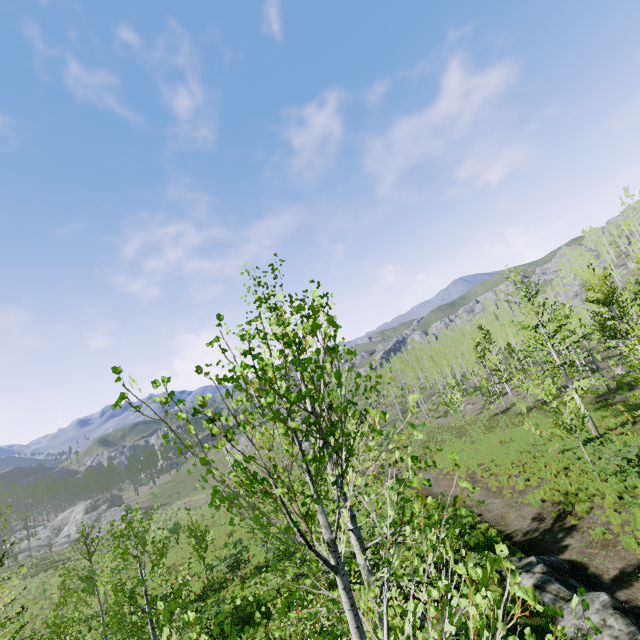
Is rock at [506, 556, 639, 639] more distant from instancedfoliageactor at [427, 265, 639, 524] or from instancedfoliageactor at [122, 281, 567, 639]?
instancedfoliageactor at [122, 281, 567, 639]

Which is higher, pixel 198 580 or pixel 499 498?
pixel 198 580

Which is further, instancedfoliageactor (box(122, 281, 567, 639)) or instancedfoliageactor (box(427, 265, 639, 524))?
instancedfoliageactor (box(427, 265, 639, 524))

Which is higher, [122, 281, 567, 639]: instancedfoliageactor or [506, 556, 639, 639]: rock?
[122, 281, 567, 639]: instancedfoliageactor

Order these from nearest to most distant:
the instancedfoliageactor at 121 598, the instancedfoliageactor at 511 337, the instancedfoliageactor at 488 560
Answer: the instancedfoliageactor at 488 560
the instancedfoliageactor at 121 598
the instancedfoliageactor at 511 337

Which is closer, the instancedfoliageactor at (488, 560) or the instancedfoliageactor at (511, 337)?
the instancedfoliageactor at (488, 560)

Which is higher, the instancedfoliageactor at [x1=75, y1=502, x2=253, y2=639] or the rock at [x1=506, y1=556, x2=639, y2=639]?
the instancedfoliageactor at [x1=75, y1=502, x2=253, y2=639]

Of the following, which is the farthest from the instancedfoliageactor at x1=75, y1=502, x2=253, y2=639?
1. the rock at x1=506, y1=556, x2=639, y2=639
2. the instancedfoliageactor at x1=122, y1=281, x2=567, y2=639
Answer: the instancedfoliageactor at x1=122, y1=281, x2=567, y2=639
